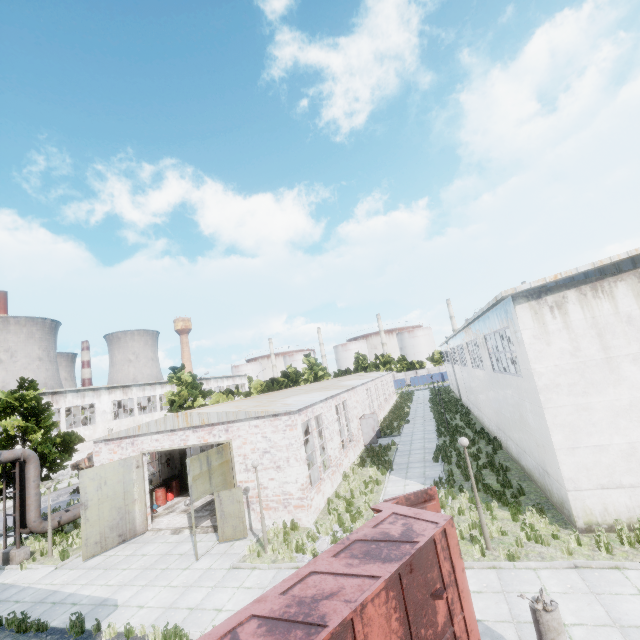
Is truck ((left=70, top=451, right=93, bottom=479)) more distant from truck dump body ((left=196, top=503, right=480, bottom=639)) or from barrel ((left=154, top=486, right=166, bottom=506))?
truck dump body ((left=196, top=503, right=480, bottom=639))

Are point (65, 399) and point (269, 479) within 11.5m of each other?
no

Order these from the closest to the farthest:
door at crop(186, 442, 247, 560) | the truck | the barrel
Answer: door at crop(186, 442, 247, 560)
the barrel
the truck

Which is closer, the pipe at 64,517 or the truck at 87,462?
the pipe at 64,517

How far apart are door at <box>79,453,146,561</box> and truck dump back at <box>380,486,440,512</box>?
14.7m

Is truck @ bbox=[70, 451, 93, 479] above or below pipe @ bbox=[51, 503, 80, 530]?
above

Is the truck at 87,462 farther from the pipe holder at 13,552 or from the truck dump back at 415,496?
the truck dump back at 415,496

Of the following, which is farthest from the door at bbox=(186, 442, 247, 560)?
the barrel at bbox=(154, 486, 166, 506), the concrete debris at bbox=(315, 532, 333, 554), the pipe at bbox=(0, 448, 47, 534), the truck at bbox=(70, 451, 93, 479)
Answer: the truck at bbox=(70, 451, 93, 479)
